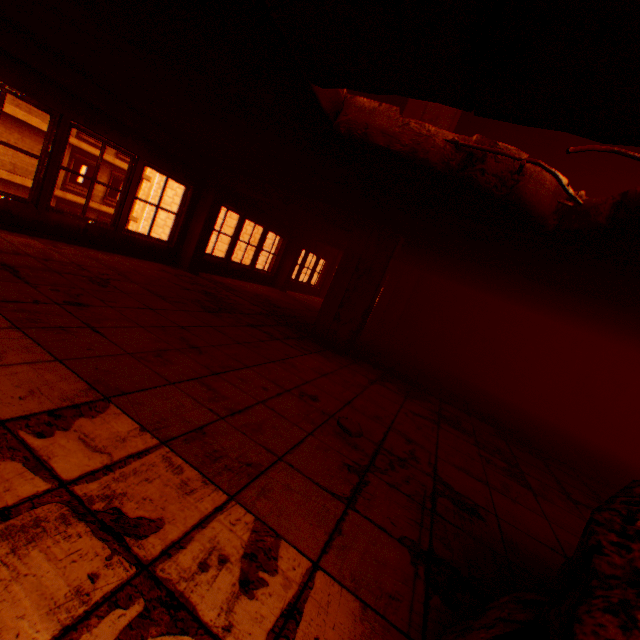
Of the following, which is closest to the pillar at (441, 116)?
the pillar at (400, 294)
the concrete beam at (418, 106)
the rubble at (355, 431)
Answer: the concrete beam at (418, 106)

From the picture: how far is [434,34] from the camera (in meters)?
1.47

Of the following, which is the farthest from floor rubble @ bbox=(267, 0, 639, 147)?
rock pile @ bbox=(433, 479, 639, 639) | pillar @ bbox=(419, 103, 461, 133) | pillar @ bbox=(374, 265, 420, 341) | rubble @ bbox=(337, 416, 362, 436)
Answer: pillar @ bbox=(374, 265, 420, 341)

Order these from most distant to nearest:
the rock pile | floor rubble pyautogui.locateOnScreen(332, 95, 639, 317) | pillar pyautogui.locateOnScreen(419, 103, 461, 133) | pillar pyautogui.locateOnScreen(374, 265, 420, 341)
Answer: pillar pyautogui.locateOnScreen(374, 265, 420, 341) → pillar pyautogui.locateOnScreen(419, 103, 461, 133) → floor rubble pyautogui.locateOnScreen(332, 95, 639, 317) → the rock pile

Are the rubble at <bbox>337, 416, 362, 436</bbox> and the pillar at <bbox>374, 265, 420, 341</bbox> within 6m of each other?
no

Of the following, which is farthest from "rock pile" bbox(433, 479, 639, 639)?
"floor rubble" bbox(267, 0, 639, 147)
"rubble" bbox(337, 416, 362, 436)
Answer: "rubble" bbox(337, 416, 362, 436)

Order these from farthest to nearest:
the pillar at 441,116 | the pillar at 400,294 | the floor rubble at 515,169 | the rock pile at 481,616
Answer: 1. the pillar at 400,294
2. the pillar at 441,116
3. the floor rubble at 515,169
4. the rock pile at 481,616

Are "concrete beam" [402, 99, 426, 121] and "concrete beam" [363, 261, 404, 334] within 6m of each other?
yes
